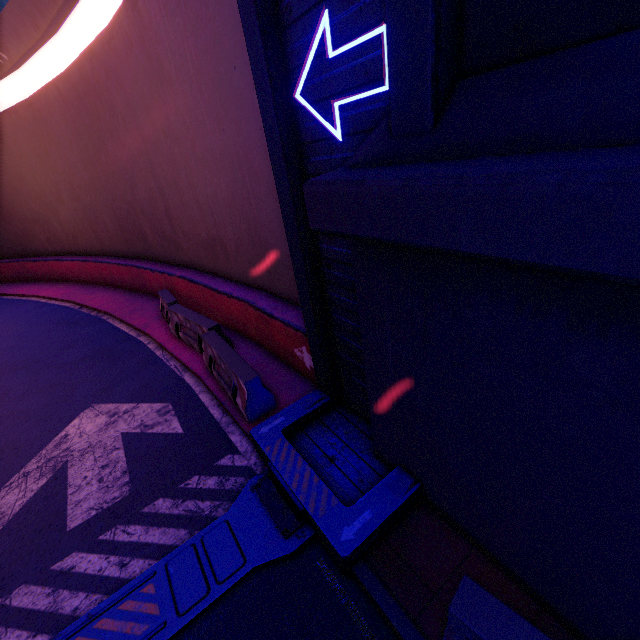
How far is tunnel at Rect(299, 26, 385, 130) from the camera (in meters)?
2.67

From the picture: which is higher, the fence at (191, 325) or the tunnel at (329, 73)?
the tunnel at (329, 73)

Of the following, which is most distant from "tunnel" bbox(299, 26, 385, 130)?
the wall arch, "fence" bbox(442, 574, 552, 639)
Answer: "fence" bbox(442, 574, 552, 639)

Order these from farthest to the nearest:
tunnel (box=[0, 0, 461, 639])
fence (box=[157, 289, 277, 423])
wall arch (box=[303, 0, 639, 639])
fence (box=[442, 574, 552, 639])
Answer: fence (box=[157, 289, 277, 423]) → tunnel (box=[0, 0, 461, 639]) → fence (box=[442, 574, 552, 639]) → wall arch (box=[303, 0, 639, 639])

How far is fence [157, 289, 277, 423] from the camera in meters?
5.8 m

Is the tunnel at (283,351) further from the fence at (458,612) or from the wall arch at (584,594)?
the fence at (458,612)

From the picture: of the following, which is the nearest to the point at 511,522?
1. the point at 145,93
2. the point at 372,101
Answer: the point at 372,101
